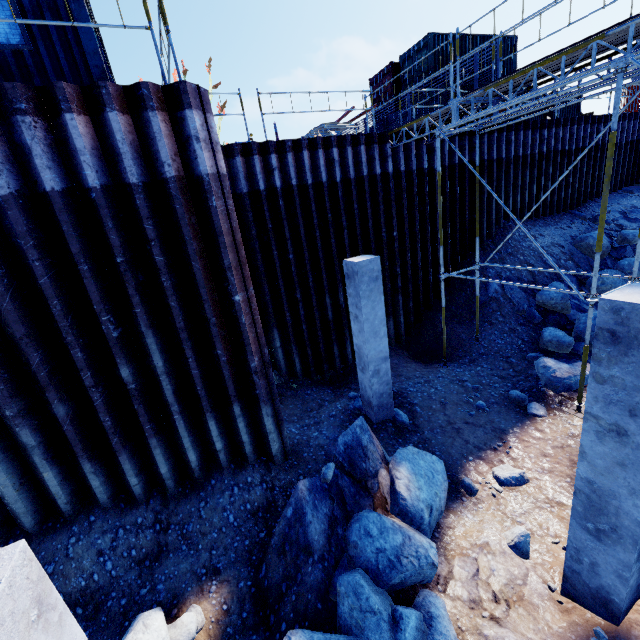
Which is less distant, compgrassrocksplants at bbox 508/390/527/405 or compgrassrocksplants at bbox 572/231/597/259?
compgrassrocksplants at bbox 508/390/527/405

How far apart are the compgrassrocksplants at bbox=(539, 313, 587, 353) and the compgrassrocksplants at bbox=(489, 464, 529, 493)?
5.1m

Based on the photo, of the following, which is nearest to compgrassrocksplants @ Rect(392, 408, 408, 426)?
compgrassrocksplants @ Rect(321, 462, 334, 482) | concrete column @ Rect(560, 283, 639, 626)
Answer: compgrassrocksplants @ Rect(321, 462, 334, 482)

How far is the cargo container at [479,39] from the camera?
16.7 meters

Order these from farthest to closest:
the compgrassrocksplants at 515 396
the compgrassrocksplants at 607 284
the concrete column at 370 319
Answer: the compgrassrocksplants at 607 284, the compgrassrocksplants at 515 396, the concrete column at 370 319

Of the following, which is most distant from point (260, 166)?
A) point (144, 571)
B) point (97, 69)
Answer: point (144, 571)

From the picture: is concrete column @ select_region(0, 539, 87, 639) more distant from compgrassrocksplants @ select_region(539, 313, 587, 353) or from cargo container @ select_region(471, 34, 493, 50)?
cargo container @ select_region(471, 34, 493, 50)

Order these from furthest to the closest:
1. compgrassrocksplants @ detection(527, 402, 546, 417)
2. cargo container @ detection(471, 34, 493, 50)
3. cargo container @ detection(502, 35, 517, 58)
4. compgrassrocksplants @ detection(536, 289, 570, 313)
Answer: cargo container @ detection(502, 35, 517, 58) → cargo container @ detection(471, 34, 493, 50) → compgrassrocksplants @ detection(536, 289, 570, 313) → compgrassrocksplants @ detection(527, 402, 546, 417)
